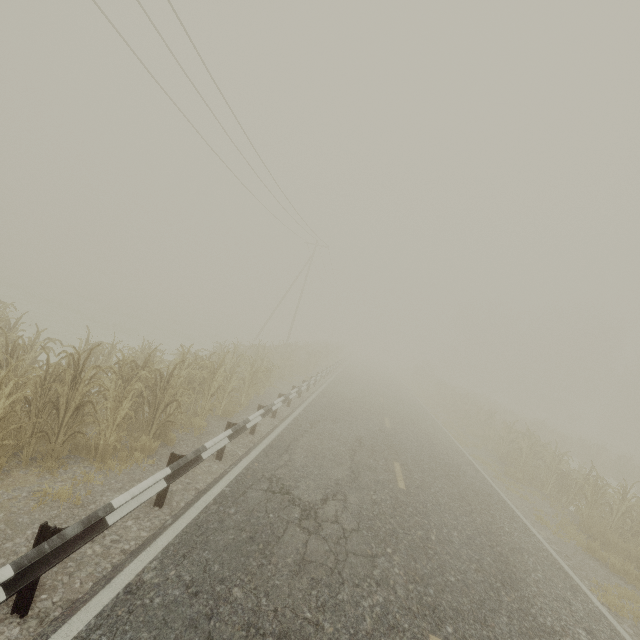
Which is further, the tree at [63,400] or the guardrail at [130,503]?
the tree at [63,400]

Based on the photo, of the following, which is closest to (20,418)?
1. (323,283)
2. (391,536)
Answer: (391,536)

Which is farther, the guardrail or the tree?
the tree
